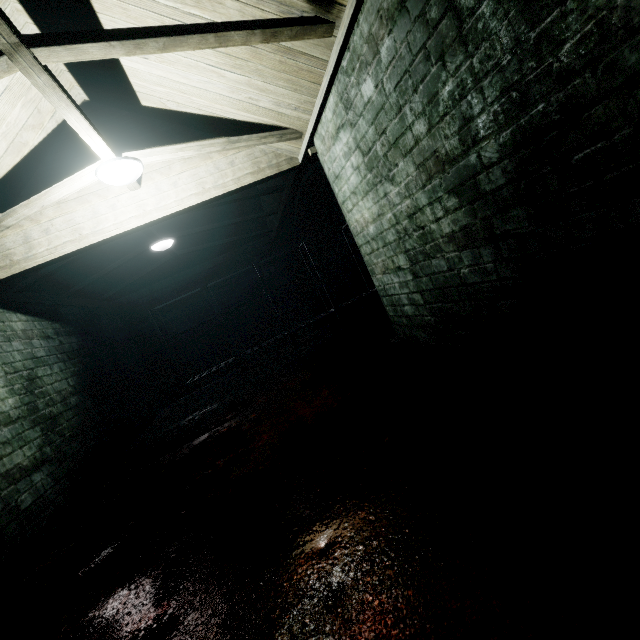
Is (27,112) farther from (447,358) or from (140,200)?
(447,358)

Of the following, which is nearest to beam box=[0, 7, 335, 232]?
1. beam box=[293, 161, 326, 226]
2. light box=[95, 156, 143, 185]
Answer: light box=[95, 156, 143, 185]

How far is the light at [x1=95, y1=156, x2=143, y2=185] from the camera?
2.32m

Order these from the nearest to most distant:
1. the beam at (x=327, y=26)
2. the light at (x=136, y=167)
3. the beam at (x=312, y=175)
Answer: the beam at (x=327, y=26)
the light at (x=136, y=167)
the beam at (x=312, y=175)

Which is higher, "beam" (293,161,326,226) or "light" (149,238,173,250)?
"beam" (293,161,326,226)

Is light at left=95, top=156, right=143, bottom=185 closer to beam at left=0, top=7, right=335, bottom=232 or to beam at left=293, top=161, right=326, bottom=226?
beam at left=0, top=7, right=335, bottom=232

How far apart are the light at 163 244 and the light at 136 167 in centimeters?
184cm
